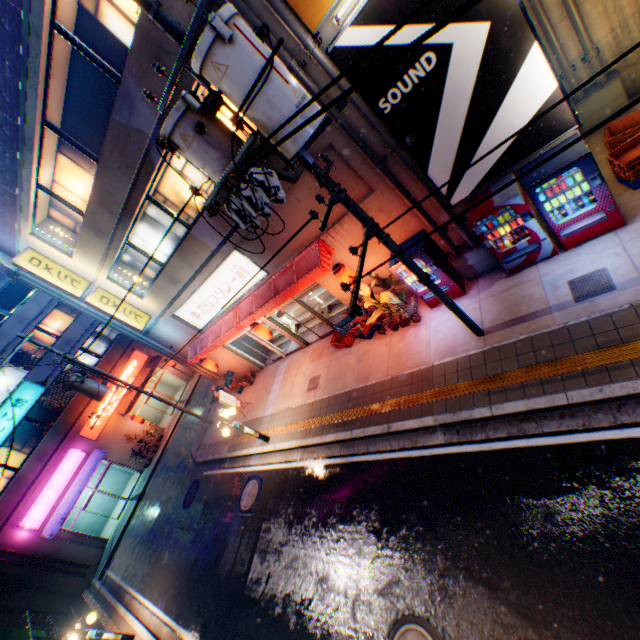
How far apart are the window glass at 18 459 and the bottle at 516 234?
28.16m

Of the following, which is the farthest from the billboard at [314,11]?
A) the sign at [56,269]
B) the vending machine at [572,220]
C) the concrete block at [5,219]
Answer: the sign at [56,269]

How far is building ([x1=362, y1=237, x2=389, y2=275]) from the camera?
9.54m

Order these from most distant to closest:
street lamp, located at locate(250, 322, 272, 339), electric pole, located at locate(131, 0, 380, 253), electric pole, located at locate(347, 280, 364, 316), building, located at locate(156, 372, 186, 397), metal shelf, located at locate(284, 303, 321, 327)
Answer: building, located at locate(156, 372, 186, 397) → metal shelf, located at locate(284, 303, 321, 327) → street lamp, located at locate(250, 322, 272, 339) → electric pole, located at locate(347, 280, 364, 316) → electric pole, located at locate(131, 0, 380, 253)

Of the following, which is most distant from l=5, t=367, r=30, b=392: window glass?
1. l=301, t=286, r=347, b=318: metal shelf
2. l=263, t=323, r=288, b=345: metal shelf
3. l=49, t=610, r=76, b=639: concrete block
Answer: l=301, t=286, r=347, b=318: metal shelf

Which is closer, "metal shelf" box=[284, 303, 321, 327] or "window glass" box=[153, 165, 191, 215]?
"window glass" box=[153, 165, 191, 215]

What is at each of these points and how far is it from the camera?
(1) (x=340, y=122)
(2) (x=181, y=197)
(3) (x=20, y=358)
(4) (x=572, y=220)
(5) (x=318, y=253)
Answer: (1) pipe, 6.9m
(2) window glass, 11.0m
(3) building, 21.8m
(4) vending machine, 6.9m
(5) awning, 9.5m

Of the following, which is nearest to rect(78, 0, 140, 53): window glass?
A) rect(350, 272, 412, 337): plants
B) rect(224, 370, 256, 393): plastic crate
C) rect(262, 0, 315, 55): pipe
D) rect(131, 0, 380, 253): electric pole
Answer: rect(262, 0, 315, 55): pipe
